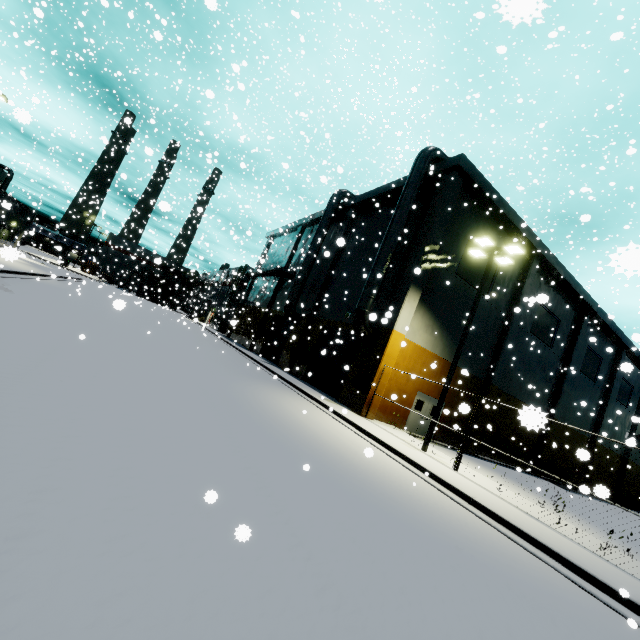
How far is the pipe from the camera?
33.1m

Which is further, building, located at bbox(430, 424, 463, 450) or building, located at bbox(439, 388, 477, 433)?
building, located at bbox(430, 424, 463, 450)

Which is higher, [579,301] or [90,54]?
[579,301]

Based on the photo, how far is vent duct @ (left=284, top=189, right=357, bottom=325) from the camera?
26.9m

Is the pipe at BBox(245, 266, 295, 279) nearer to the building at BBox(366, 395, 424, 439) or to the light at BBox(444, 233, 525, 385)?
the building at BBox(366, 395, 424, 439)

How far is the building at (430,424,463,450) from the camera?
20.6m

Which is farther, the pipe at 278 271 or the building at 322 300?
the pipe at 278 271

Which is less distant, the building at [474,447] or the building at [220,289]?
the building at [474,447]
